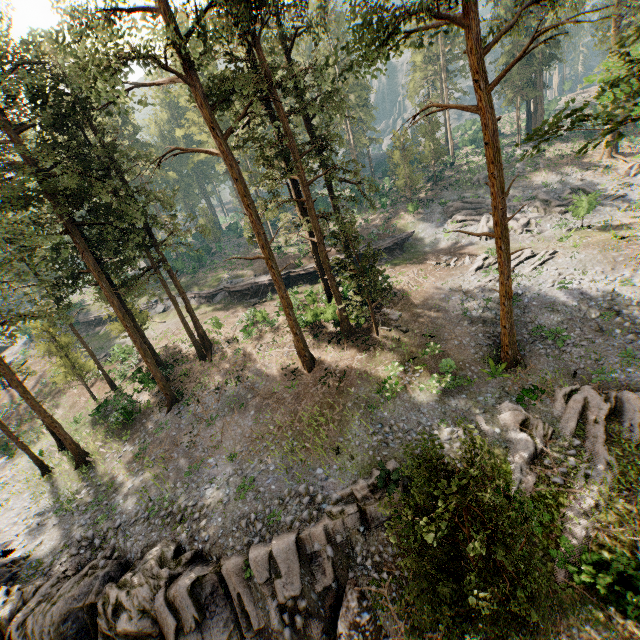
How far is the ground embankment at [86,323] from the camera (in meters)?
45.75

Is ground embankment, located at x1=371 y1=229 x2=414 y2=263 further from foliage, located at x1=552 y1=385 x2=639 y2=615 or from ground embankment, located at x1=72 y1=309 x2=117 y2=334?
ground embankment, located at x1=72 y1=309 x2=117 y2=334

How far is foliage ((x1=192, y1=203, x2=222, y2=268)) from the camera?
25.8 meters

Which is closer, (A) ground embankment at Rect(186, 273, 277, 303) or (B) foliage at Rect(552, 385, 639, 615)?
(B) foliage at Rect(552, 385, 639, 615)

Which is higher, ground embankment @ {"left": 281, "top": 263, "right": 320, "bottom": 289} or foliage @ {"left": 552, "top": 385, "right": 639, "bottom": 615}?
ground embankment @ {"left": 281, "top": 263, "right": 320, "bottom": 289}

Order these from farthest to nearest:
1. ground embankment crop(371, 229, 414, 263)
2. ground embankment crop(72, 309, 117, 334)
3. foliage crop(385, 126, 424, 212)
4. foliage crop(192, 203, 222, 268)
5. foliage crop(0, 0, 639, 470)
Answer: ground embankment crop(72, 309, 117, 334) → foliage crop(385, 126, 424, 212) → ground embankment crop(371, 229, 414, 263) → foliage crop(192, 203, 222, 268) → foliage crop(0, 0, 639, 470)

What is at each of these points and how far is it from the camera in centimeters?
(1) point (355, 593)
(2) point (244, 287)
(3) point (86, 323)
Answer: (1) ground embankment, 1391cm
(2) ground embankment, 3831cm
(3) ground embankment, 4731cm

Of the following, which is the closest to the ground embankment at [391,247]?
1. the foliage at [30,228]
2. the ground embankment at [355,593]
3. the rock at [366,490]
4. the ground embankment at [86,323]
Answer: the foliage at [30,228]
